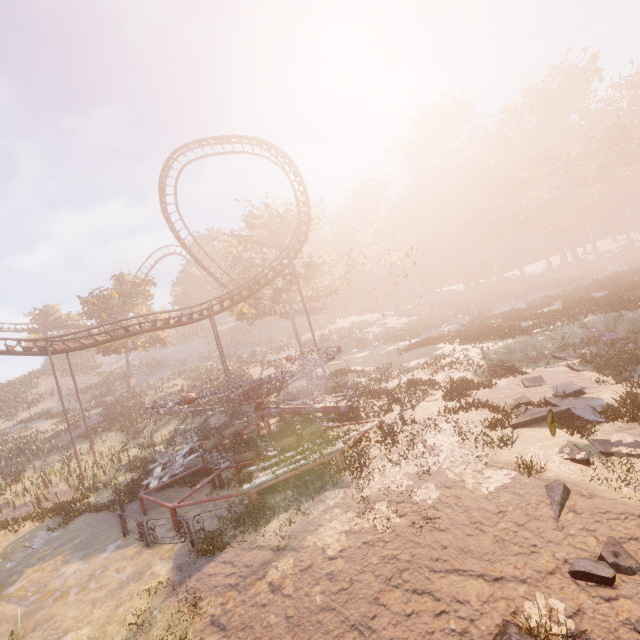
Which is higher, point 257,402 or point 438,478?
point 257,402

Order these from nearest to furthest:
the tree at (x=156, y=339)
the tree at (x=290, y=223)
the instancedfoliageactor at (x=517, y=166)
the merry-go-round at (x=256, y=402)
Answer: the merry-go-round at (x=256, y=402)
the instancedfoliageactor at (x=517, y=166)
the tree at (x=290, y=223)
the tree at (x=156, y=339)

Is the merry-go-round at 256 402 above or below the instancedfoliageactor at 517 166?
below

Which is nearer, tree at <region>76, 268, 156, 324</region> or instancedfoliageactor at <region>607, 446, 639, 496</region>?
instancedfoliageactor at <region>607, 446, 639, 496</region>

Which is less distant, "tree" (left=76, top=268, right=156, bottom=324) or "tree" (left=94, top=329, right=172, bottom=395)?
"tree" (left=94, top=329, right=172, bottom=395)

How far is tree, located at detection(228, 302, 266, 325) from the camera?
36.6 meters

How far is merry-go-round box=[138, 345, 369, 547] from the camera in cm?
1102

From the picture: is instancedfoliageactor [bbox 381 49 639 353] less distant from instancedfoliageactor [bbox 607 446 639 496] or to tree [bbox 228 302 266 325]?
tree [bbox 228 302 266 325]
